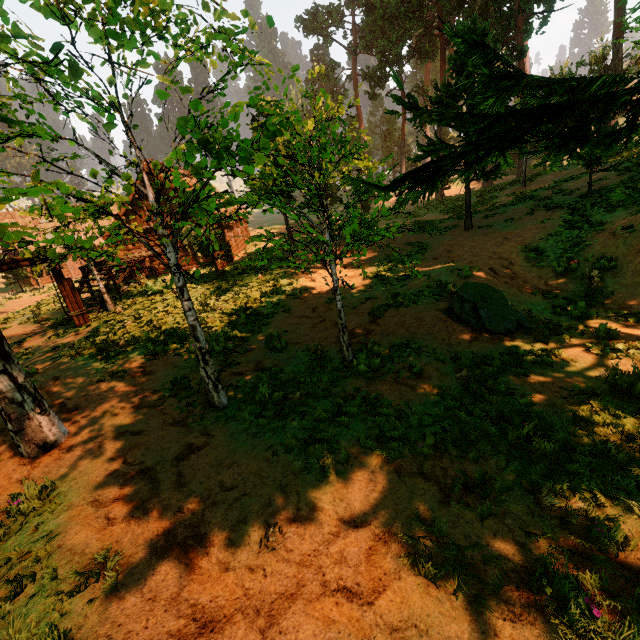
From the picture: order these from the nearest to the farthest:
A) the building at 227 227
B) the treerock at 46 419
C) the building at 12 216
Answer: the treerock at 46 419 → the building at 227 227 → the building at 12 216

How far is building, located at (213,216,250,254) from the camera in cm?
2465

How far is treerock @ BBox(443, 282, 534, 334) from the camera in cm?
835

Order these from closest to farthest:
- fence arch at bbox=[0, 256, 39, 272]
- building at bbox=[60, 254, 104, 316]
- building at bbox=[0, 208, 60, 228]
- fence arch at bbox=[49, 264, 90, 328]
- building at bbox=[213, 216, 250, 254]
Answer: fence arch at bbox=[0, 256, 39, 272]
fence arch at bbox=[49, 264, 90, 328]
building at bbox=[60, 254, 104, 316]
building at bbox=[213, 216, 250, 254]
building at bbox=[0, 208, 60, 228]

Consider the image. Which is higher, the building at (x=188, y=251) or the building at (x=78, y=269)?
the building at (x=188, y=251)

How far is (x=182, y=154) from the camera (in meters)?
6.10
